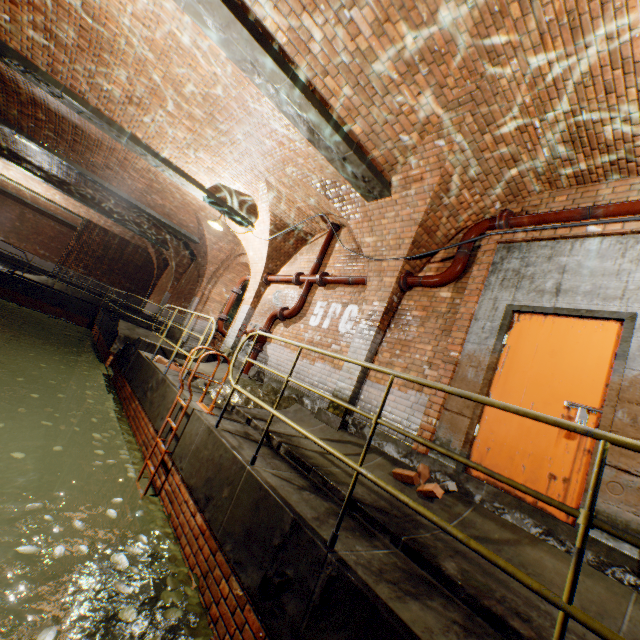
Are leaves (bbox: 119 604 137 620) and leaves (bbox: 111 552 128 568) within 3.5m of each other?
yes

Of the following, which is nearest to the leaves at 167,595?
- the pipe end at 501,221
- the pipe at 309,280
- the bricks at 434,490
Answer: the bricks at 434,490

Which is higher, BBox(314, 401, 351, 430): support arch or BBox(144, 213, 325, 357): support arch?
BBox(144, 213, 325, 357): support arch

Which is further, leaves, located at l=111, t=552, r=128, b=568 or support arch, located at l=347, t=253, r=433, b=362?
support arch, located at l=347, t=253, r=433, b=362

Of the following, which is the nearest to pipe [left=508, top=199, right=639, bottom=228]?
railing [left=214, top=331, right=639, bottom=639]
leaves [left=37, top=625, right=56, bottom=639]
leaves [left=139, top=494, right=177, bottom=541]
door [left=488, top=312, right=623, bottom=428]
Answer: door [left=488, top=312, right=623, bottom=428]

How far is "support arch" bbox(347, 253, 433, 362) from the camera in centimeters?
557cm

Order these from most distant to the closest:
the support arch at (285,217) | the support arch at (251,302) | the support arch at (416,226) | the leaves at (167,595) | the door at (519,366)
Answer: the support arch at (251,302) < the support arch at (285,217) < the support arch at (416,226) < the door at (519,366) < the leaves at (167,595)

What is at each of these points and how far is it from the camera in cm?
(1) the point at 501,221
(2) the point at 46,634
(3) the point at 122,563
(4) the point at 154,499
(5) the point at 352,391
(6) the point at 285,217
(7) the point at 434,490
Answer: (1) pipe end, 466
(2) leaves, 213
(3) leaves, 296
(4) leaves, 418
(5) support arch, 540
(6) support arch, 840
(7) bricks, 347
